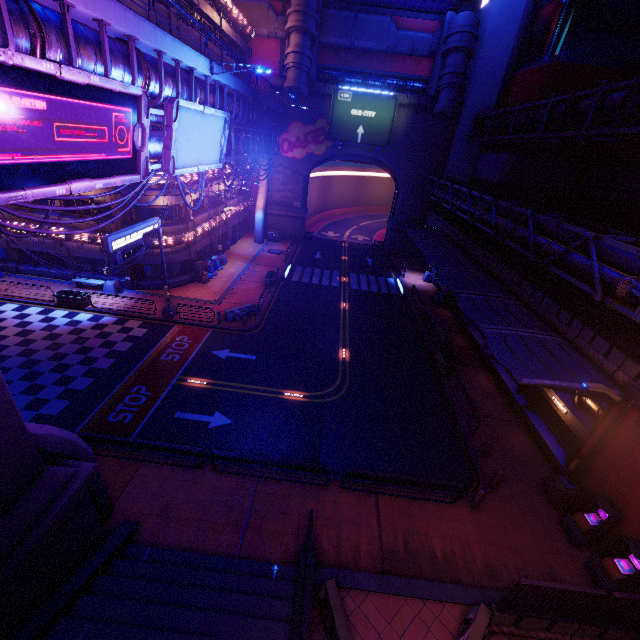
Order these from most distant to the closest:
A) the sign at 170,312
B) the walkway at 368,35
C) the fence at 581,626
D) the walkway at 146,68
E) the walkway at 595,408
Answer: the walkway at 368,35, the sign at 170,312, the walkway at 595,408, the fence at 581,626, the walkway at 146,68

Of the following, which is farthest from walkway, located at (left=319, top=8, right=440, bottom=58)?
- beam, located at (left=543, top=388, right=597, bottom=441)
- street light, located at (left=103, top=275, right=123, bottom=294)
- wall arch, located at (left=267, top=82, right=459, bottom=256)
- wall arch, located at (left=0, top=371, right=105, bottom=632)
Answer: wall arch, located at (left=0, top=371, right=105, bottom=632)

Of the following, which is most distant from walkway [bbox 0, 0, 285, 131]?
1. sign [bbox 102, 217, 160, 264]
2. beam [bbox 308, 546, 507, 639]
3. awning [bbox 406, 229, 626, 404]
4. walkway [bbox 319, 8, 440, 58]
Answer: awning [bbox 406, 229, 626, 404]

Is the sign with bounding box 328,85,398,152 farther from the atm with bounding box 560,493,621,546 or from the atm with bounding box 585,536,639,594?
the atm with bounding box 585,536,639,594

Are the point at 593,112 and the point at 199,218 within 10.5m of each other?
no

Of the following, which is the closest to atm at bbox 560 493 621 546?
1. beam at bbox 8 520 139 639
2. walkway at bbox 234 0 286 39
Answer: beam at bbox 8 520 139 639

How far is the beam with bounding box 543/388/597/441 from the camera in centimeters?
1392cm

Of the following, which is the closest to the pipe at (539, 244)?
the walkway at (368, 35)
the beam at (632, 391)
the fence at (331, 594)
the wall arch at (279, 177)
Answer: the wall arch at (279, 177)
